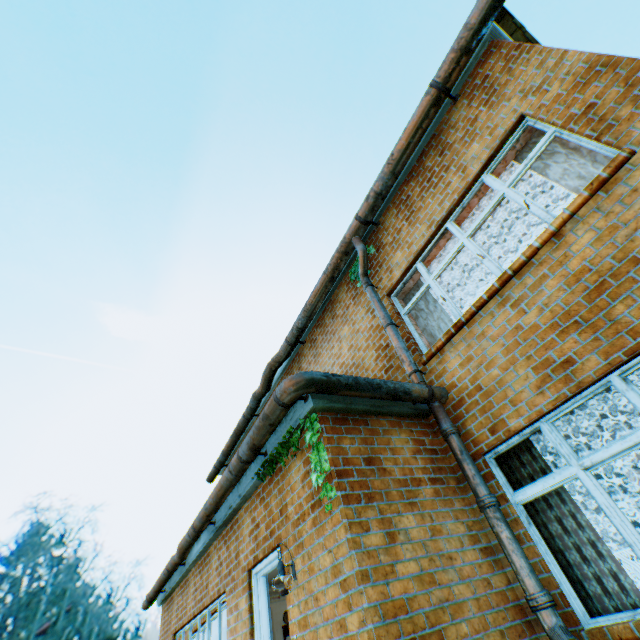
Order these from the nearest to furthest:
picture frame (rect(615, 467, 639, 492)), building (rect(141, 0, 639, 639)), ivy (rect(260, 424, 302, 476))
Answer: building (rect(141, 0, 639, 639))
ivy (rect(260, 424, 302, 476))
picture frame (rect(615, 467, 639, 492))

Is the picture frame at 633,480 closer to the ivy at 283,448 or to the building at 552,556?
the building at 552,556

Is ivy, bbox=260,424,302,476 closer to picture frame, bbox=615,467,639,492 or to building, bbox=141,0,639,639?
building, bbox=141,0,639,639

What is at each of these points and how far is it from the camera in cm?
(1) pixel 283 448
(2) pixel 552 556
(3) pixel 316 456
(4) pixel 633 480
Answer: (1) ivy, 451
(2) building, 344
(3) ivy, 384
(4) picture frame, 853

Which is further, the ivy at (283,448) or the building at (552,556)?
the ivy at (283,448)

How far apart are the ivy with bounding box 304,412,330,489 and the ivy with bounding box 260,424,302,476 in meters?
0.1

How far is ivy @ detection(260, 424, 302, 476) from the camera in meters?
4.3

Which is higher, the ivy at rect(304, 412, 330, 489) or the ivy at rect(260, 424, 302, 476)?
the ivy at rect(260, 424, 302, 476)
